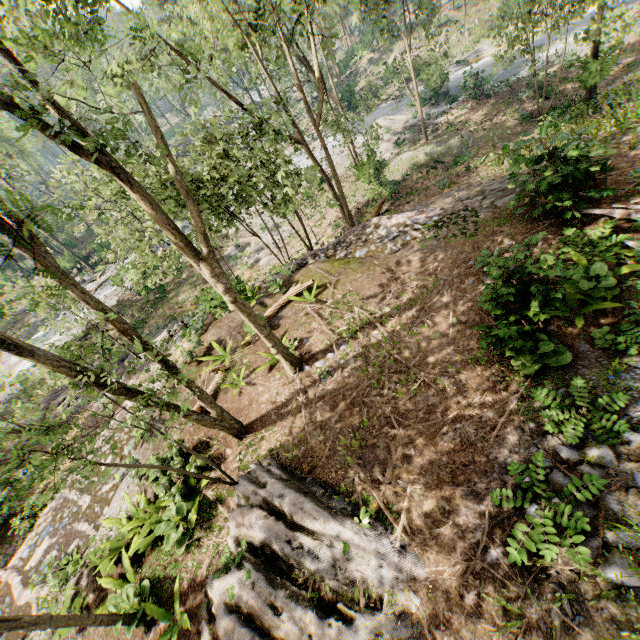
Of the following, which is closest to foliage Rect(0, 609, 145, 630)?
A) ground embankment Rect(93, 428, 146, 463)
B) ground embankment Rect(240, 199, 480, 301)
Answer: ground embankment Rect(93, 428, 146, 463)

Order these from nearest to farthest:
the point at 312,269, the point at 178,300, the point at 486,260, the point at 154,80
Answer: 1. the point at 486,260
2. the point at 312,269
3. the point at 154,80
4. the point at 178,300

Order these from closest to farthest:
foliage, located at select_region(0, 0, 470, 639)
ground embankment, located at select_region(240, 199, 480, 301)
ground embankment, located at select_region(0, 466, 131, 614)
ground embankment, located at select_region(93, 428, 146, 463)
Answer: foliage, located at select_region(0, 0, 470, 639)
ground embankment, located at select_region(0, 466, 131, 614)
ground embankment, located at select_region(93, 428, 146, 463)
ground embankment, located at select_region(240, 199, 480, 301)

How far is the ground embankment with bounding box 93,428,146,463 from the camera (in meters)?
11.24

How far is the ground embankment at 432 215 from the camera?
13.4 meters

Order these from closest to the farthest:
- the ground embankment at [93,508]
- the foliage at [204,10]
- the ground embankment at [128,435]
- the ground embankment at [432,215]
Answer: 1. the foliage at [204,10]
2. the ground embankment at [93,508]
3. the ground embankment at [128,435]
4. the ground embankment at [432,215]

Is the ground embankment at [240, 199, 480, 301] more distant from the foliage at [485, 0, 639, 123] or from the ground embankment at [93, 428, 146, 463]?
the ground embankment at [93, 428, 146, 463]

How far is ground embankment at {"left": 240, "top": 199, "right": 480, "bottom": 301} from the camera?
13.4m
